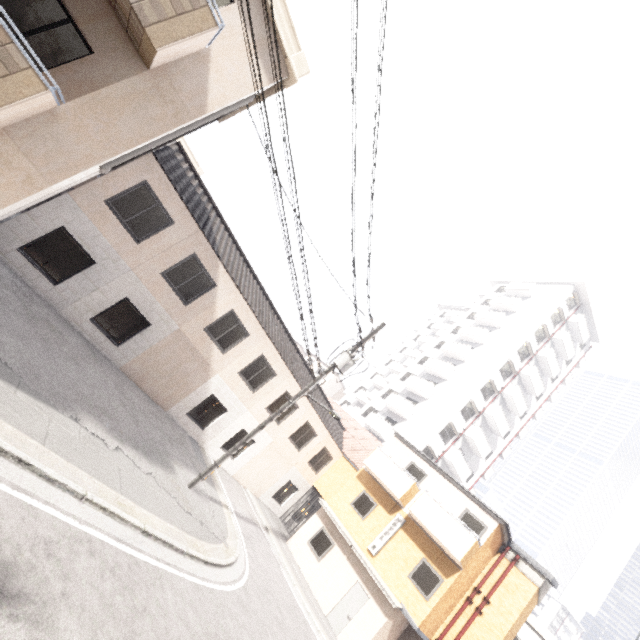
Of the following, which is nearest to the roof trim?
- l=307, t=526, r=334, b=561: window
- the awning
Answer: l=307, t=526, r=334, b=561: window

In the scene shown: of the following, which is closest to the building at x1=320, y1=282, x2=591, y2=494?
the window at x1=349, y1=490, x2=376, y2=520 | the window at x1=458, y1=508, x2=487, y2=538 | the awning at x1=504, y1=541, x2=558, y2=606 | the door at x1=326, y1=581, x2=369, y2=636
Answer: the awning at x1=504, y1=541, x2=558, y2=606

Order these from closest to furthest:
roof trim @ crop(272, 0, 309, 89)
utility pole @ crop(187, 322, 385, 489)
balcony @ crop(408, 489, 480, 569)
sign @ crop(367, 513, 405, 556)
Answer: roof trim @ crop(272, 0, 309, 89)
utility pole @ crop(187, 322, 385, 489)
balcony @ crop(408, 489, 480, 569)
sign @ crop(367, 513, 405, 556)

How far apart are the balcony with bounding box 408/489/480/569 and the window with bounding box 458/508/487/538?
0.20m

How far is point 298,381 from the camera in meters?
18.6

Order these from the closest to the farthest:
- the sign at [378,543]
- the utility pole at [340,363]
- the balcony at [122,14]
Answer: the balcony at [122,14] → the utility pole at [340,363] → the sign at [378,543]

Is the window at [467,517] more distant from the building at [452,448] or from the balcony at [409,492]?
the building at [452,448]

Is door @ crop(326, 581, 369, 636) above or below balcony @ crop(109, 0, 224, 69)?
below
